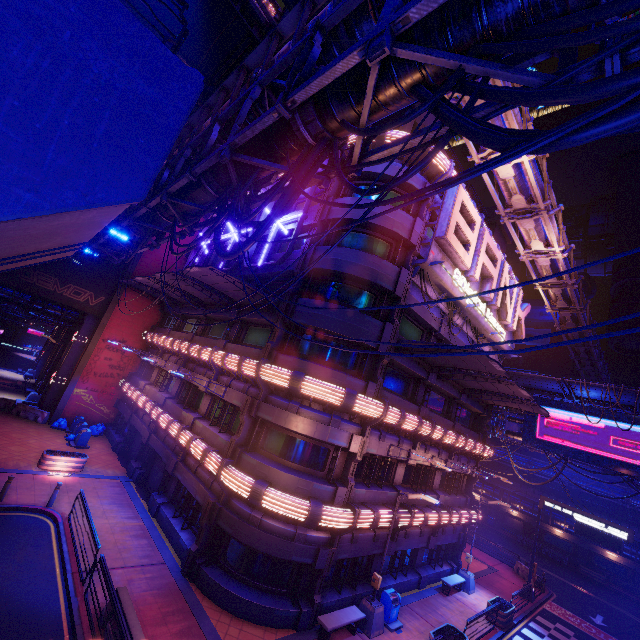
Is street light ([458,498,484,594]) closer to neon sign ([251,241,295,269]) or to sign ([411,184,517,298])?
sign ([411,184,517,298])

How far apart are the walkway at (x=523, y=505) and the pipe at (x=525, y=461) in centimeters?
279cm

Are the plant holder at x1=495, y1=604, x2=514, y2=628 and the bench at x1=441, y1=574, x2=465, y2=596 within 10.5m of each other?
yes

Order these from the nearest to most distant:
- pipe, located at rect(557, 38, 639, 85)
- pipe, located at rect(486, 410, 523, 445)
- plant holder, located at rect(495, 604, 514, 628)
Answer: pipe, located at rect(557, 38, 639, 85) → plant holder, located at rect(495, 604, 514, 628) → pipe, located at rect(486, 410, 523, 445)

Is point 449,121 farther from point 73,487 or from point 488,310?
point 73,487

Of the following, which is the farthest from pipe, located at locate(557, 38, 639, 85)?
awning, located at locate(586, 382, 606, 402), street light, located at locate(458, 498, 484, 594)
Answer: street light, located at locate(458, 498, 484, 594)

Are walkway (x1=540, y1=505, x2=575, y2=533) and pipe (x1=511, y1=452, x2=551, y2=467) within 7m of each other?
yes

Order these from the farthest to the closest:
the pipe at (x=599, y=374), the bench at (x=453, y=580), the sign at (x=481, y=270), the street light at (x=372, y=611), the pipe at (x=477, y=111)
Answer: the pipe at (x=599, y=374)
the bench at (x=453, y=580)
the sign at (x=481, y=270)
the street light at (x=372, y=611)
the pipe at (x=477, y=111)
